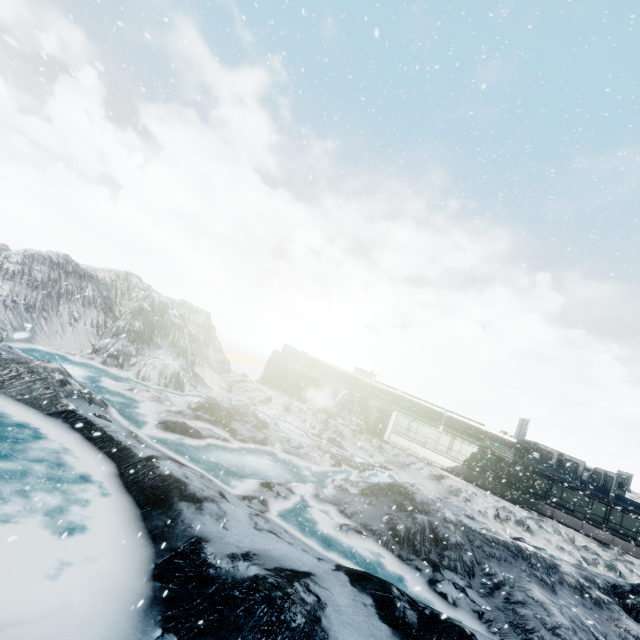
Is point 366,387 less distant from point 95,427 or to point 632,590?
point 632,590
